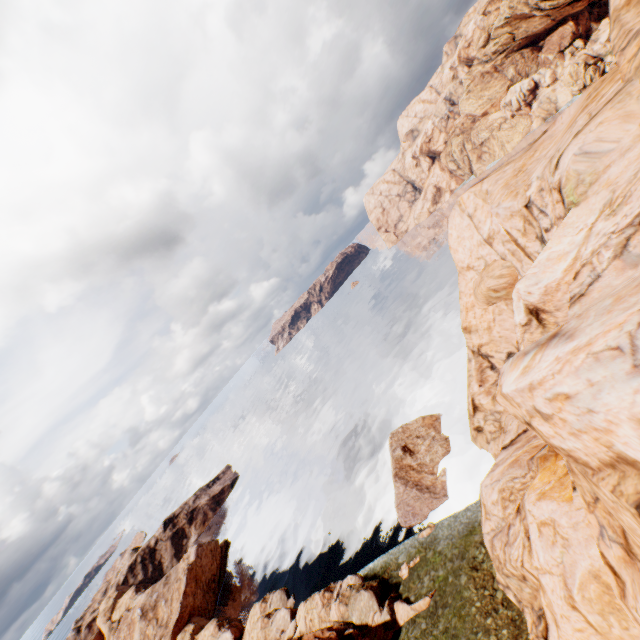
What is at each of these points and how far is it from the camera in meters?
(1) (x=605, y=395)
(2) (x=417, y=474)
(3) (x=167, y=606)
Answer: (1) rock, 6.0
(2) rock, 36.9
(3) rock, 54.6

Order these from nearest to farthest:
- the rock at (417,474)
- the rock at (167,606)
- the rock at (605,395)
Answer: the rock at (605,395) → the rock at (167,606) → the rock at (417,474)

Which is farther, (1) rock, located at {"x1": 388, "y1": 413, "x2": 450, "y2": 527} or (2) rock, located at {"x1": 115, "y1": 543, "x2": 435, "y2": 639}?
(1) rock, located at {"x1": 388, "y1": 413, "x2": 450, "y2": 527}

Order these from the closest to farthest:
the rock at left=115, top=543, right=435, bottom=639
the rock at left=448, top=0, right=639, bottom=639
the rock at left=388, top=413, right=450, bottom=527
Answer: the rock at left=448, top=0, right=639, bottom=639
the rock at left=115, top=543, right=435, bottom=639
the rock at left=388, top=413, right=450, bottom=527

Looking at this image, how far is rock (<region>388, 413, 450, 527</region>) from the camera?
33.8m

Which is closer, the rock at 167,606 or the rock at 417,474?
the rock at 167,606

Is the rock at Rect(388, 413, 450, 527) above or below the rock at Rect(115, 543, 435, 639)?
below
